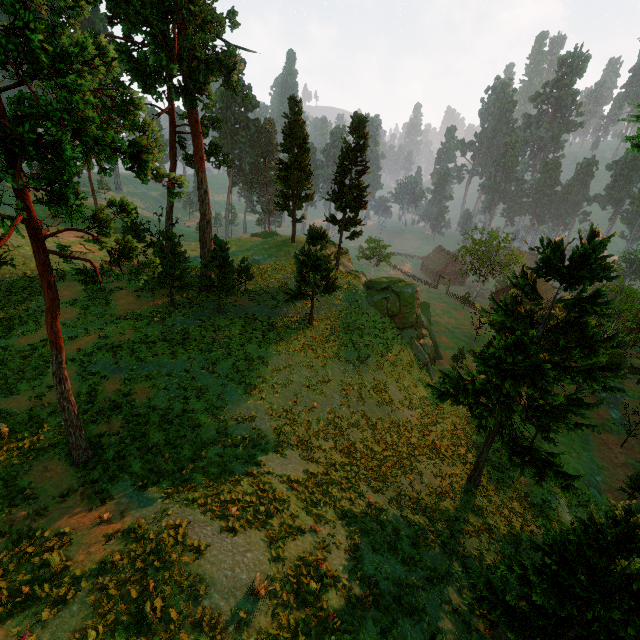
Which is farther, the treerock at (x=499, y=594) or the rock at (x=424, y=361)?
the rock at (x=424, y=361)

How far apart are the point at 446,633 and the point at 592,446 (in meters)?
35.34

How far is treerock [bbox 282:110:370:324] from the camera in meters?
25.6

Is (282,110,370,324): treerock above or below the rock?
above

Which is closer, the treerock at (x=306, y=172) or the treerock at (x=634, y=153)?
the treerock at (x=634, y=153)

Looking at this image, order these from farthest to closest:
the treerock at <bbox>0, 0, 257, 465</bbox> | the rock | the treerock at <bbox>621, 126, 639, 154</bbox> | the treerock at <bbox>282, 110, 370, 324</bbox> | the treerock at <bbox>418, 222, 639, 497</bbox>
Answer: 1. the rock
2. the treerock at <bbox>282, 110, 370, 324</bbox>
3. the treerock at <bbox>418, 222, 639, 497</bbox>
4. the treerock at <bbox>621, 126, 639, 154</bbox>
5. the treerock at <bbox>0, 0, 257, 465</bbox>

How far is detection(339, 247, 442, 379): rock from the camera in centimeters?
3419cm
